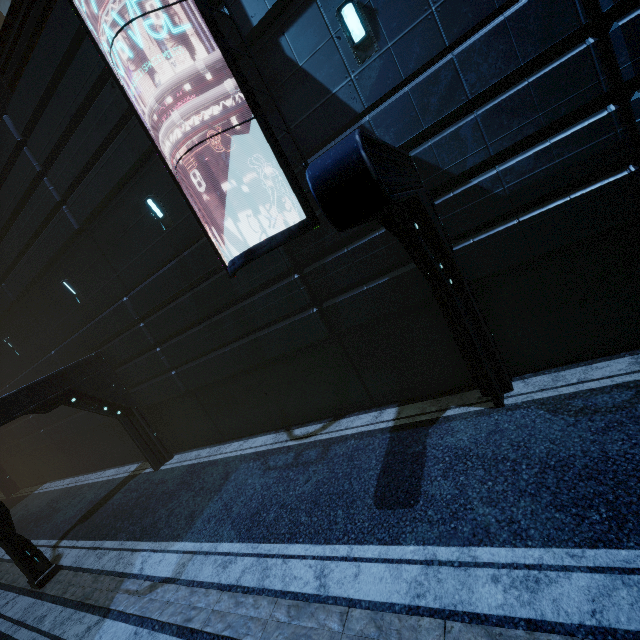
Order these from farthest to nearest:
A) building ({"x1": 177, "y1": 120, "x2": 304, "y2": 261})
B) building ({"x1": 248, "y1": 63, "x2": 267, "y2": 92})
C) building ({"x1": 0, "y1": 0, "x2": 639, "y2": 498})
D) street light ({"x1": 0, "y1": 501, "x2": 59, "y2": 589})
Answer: street light ({"x1": 0, "y1": 501, "x2": 59, "y2": 589})
building ({"x1": 177, "y1": 120, "x2": 304, "y2": 261})
building ({"x1": 248, "y1": 63, "x2": 267, "y2": 92})
building ({"x1": 0, "y1": 0, "x2": 639, "y2": 498})

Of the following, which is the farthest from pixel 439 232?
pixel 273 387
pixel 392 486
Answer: pixel 273 387

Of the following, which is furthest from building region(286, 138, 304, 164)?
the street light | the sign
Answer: the street light

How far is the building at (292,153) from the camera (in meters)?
6.64

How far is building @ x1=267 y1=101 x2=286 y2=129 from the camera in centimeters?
651cm

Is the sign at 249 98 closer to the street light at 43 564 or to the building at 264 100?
the building at 264 100

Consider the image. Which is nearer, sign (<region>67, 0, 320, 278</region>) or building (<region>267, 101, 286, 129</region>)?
sign (<region>67, 0, 320, 278</region>)

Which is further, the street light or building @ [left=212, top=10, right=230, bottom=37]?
the street light
